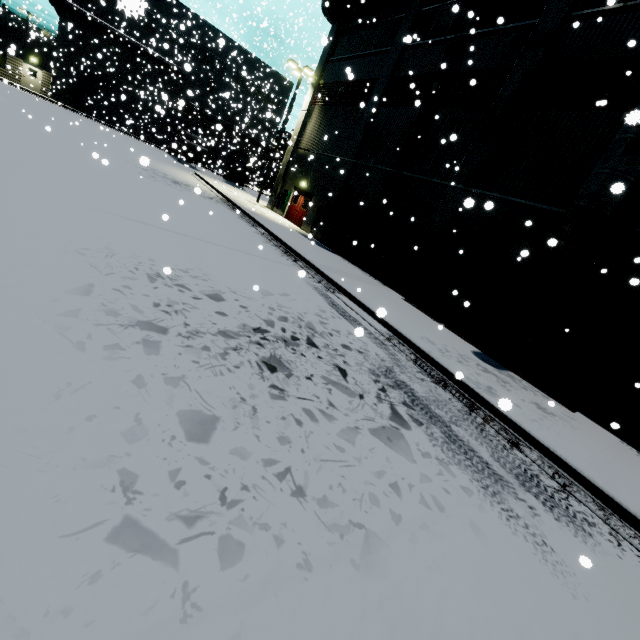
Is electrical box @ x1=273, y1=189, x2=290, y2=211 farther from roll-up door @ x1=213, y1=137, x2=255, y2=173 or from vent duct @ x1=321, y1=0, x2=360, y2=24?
roll-up door @ x1=213, y1=137, x2=255, y2=173

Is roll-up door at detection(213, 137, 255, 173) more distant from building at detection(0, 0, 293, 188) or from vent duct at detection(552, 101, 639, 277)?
vent duct at detection(552, 101, 639, 277)

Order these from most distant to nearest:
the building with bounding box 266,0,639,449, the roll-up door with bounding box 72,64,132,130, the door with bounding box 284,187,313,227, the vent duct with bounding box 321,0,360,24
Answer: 1. the roll-up door with bounding box 72,64,132,130
2. the door with bounding box 284,187,313,227
3. the vent duct with bounding box 321,0,360,24
4. the building with bounding box 266,0,639,449

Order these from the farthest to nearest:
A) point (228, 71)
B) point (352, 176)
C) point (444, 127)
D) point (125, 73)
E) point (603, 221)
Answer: point (228, 71), point (125, 73), point (352, 176), point (444, 127), point (603, 221)

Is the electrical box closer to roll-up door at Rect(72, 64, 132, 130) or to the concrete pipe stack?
roll-up door at Rect(72, 64, 132, 130)

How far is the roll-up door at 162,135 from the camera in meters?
35.5

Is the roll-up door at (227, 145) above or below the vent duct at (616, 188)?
below

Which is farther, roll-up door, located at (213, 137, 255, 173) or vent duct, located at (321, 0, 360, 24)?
roll-up door, located at (213, 137, 255, 173)
